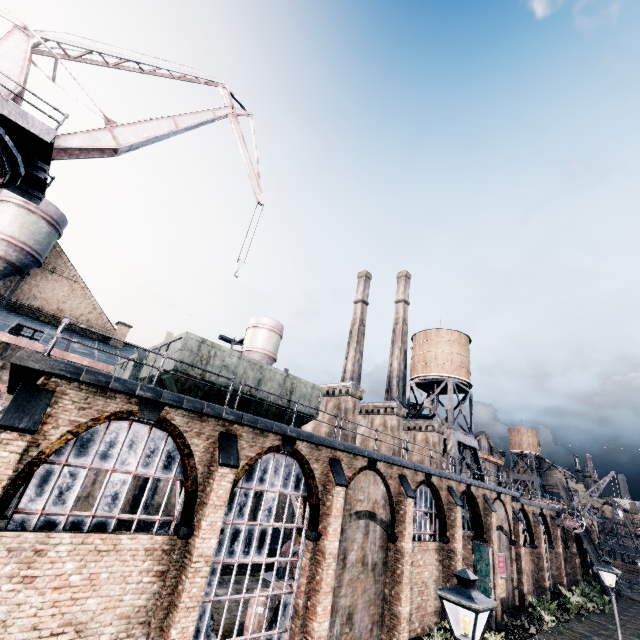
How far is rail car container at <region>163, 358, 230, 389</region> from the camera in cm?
1272

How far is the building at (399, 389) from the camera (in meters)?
55.81

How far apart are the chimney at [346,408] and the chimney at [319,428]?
3.8m

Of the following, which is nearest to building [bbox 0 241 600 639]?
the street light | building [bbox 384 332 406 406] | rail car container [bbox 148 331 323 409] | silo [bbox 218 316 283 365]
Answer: rail car container [bbox 148 331 323 409]

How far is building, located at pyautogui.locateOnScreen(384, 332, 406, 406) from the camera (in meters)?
55.81

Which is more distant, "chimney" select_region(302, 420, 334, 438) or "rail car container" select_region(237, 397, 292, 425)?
"chimney" select_region(302, 420, 334, 438)

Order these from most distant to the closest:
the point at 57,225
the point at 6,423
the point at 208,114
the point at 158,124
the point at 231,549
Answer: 1. the point at 57,225
2. the point at 208,114
3. the point at 158,124
4. the point at 231,549
5. the point at 6,423

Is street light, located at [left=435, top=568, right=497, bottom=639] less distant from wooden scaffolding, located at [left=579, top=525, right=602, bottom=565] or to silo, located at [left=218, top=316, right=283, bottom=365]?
silo, located at [left=218, top=316, right=283, bottom=365]
